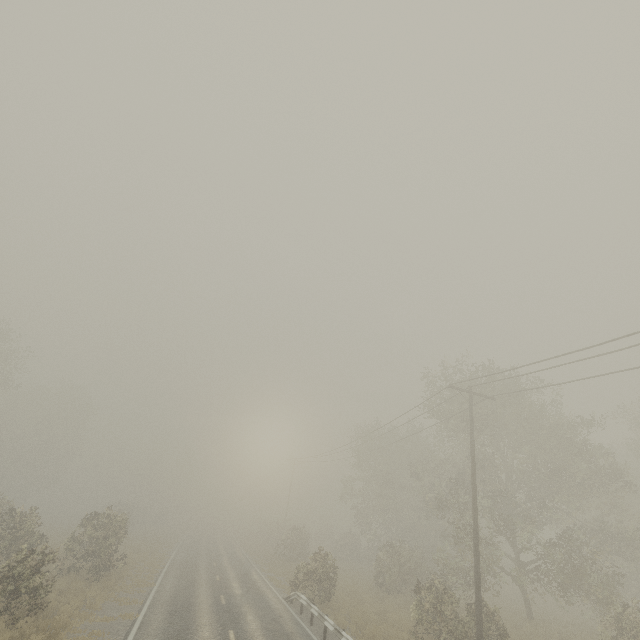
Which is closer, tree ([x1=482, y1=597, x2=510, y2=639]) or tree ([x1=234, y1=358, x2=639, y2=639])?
tree ([x1=482, y1=597, x2=510, y2=639])

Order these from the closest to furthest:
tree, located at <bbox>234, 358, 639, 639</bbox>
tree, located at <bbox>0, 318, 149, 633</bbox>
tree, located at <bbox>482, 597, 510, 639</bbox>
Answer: tree, located at <bbox>0, 318, 149, 633</bbox>, tree, located at <bbox>482, 597, 510, 639</bbox>, tree, located at <bbox>234, 358, 639, 639</bbox>

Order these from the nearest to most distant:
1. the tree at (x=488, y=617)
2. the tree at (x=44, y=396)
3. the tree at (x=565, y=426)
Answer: the tree at (x=44, y=396) → the tree at (x=488, y=617) → the tree at (x=565, y=426)

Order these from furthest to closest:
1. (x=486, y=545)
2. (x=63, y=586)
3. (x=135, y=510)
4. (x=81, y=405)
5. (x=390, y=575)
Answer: (x=135, y=510) < (x=81, y=405) < (x=390, y=575) < (x=486, y=545) < (x=63, y=586)

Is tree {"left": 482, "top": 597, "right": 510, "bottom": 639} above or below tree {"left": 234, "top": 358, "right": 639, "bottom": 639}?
below

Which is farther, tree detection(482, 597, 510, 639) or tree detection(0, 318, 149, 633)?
tree detection(482, 597, 510, 639)

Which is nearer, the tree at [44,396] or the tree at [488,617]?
the tree at [44,396]
